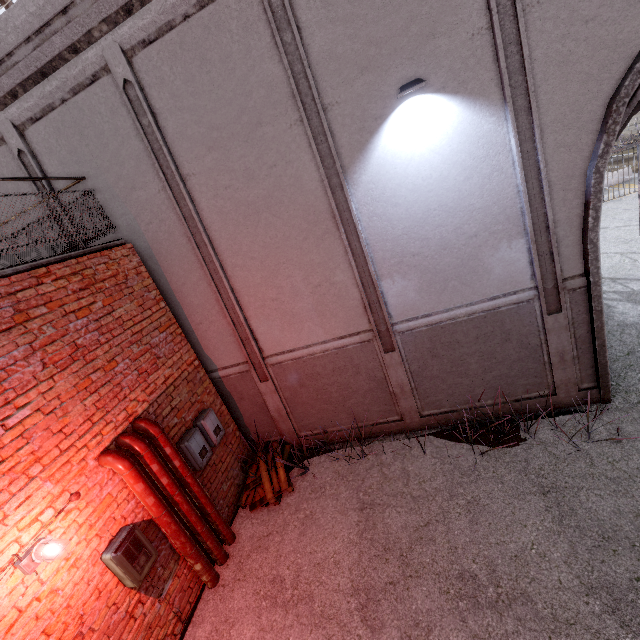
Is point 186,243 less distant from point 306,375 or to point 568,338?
point 306,375

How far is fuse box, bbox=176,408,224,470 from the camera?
5.1 meters

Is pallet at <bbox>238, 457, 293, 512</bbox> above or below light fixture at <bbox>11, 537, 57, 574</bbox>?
below

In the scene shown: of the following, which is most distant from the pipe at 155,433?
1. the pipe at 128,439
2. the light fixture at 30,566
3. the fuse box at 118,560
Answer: the light fixture at 30,566

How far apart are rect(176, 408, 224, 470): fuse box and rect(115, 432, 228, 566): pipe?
0.5 meters

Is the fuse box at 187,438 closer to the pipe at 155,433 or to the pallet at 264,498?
the pipe at 155,433

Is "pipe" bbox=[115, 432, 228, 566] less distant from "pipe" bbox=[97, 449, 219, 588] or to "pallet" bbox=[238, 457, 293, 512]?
"pipe" bbox=[97, 449, 219, 588]

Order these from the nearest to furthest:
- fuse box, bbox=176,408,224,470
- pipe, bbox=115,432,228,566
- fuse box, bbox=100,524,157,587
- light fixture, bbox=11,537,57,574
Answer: light fixture, bbox=11,537,57,574 → fuse box, bbox=100,524,157,587 → pipe, bbox=115,432,228,566 → fuse box, bbox=176,408,224,470
